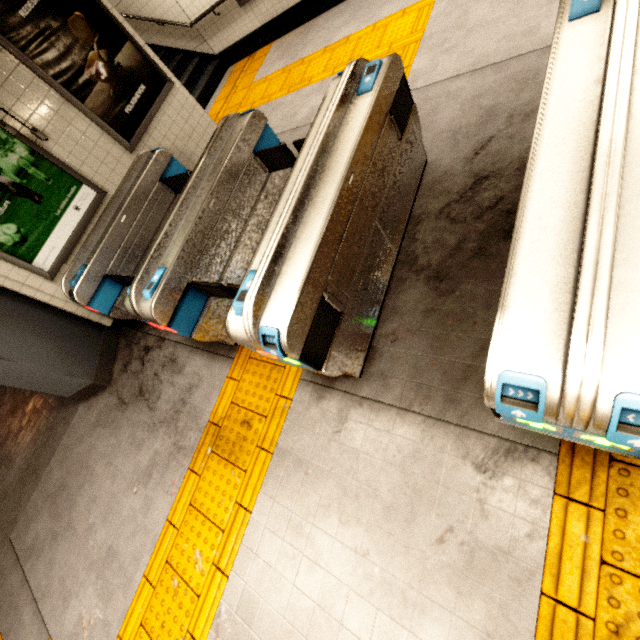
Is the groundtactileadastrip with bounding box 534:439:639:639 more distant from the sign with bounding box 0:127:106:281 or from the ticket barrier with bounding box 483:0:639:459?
the sign with bounding box 0:127:106:281

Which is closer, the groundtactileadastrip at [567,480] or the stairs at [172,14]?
the groundtactileadastrip at [567,480]

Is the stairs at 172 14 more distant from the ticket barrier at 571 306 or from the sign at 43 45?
the ticket barrier at 571 306

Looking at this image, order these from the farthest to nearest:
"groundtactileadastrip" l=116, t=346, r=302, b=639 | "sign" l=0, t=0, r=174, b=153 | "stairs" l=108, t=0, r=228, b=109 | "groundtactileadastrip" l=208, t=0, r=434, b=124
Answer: "stairs" l=108, t=0, r=228, b=109, "groundtactileadastrip" l=208, t=0, r=434, b=124, "sign" l=0, t=0, r=174, b=153, "groundtactileadastrip" l=116, t=346, r=302, b=639

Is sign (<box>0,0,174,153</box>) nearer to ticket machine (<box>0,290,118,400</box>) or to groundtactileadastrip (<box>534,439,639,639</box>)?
groundtactileadastrip (<box>534,439,639,639</box>)

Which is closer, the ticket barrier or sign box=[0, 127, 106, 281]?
the ticket barrier

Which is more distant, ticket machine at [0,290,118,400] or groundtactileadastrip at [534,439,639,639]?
ticket machine at [0,290,118,400]

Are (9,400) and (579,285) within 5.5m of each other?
no
